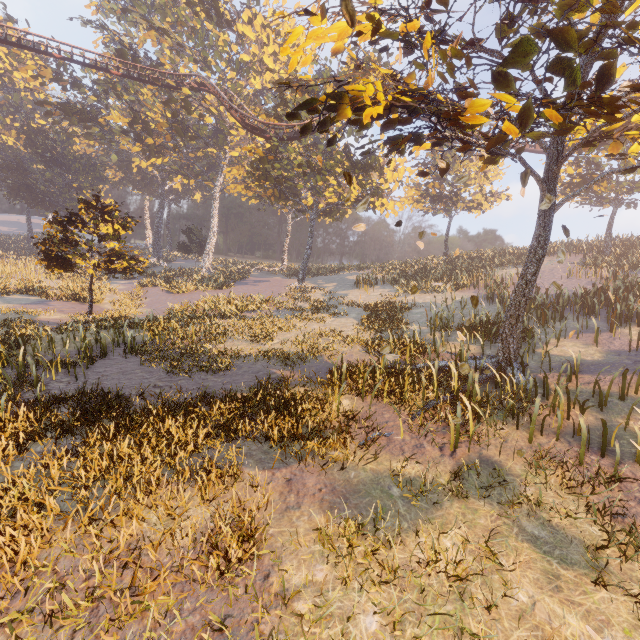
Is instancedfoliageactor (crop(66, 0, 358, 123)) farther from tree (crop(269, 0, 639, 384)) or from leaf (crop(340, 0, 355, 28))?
leaf (crop(340, 0, 355, 28))

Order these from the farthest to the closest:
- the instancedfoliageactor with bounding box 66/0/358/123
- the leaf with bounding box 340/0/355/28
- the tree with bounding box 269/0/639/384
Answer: the instancedfoliageactor with bounding box 66/0/358/123, the leaf with bounding box 340/0/355/28, the tree with bounding box 269/0/639/384

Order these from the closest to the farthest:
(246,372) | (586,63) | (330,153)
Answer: (586,63) → (246,372) → (330,153)

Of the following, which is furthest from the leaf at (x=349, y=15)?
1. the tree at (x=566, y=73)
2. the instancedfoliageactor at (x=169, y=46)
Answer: the instancedfoliageactor at (x=169, y=46)

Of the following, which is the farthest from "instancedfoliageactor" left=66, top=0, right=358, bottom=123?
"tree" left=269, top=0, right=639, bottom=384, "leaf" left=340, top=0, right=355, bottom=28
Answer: "leaf" left=340, top=0, right=355, bottom=28

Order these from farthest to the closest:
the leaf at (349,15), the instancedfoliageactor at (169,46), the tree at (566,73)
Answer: the instancedfoliageactor at (169,46) → the leaf at (349,15) → the tree at (566,73)

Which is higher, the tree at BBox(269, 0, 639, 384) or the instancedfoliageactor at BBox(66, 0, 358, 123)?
the instancedfoliageactor at BBox(66, 0, 358, 123)
